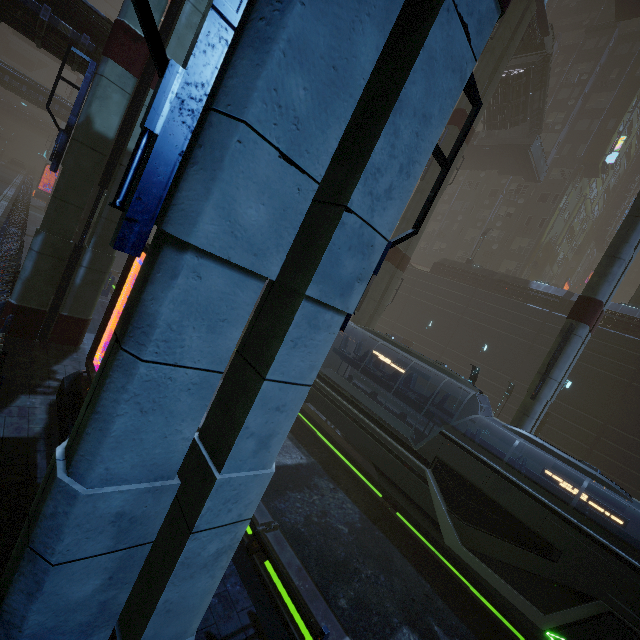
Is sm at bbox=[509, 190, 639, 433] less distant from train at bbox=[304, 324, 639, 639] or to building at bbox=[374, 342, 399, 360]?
building at bbox=[374, 342, 399, 360]

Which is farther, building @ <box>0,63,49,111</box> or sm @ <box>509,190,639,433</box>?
building @ <box>0,63,49,111</box>

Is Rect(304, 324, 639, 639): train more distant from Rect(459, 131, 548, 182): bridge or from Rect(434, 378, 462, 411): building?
Rect(459, 131, 548, 182): bridge

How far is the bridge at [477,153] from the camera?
30.31m

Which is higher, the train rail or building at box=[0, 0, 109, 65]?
building at box=[0, 0, 109, 65]

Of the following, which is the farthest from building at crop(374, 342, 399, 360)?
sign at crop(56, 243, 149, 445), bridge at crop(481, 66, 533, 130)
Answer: bridge at crop(481, 66, 533, 130)

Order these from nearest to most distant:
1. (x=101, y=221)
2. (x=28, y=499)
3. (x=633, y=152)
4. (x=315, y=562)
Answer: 1. (x=28, y=499)
2. (x=315, y=562)
3. (x=101, y=221)
4. (x=633, y=152)

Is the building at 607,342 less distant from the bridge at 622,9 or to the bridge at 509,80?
the bridge at 622,9
